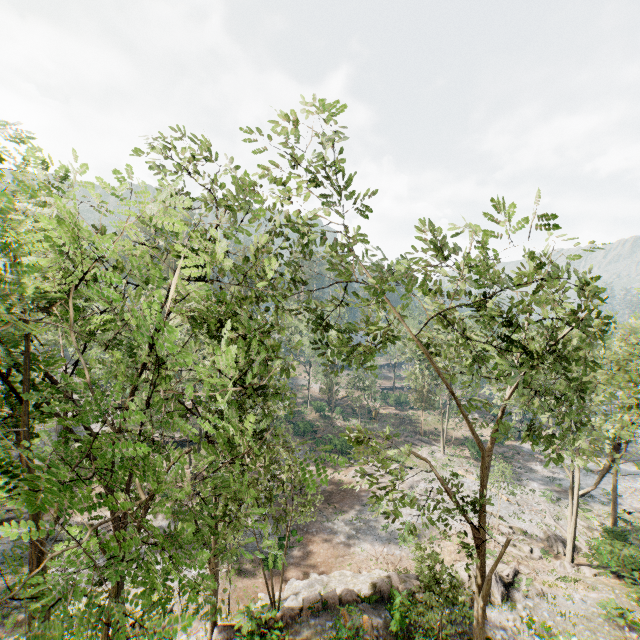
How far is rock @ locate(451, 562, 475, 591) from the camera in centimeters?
1922cm

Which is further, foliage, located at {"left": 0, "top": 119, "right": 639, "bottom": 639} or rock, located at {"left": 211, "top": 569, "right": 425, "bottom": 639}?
rock, located at {"left": 211, "top": 569, "right": 425, "bottom": 639}

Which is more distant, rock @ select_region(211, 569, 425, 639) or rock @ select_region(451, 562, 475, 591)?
rock @ select_region(451, 562, 475, 591)

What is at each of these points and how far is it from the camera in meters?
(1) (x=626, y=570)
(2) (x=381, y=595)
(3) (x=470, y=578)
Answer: (1) foliage, 22.0 m
(2) rock, 18.7 m
(3) rock, 19.5 m

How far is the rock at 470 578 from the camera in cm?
1922

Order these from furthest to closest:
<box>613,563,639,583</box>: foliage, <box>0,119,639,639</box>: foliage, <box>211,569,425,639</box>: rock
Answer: <box>613,563,639,583</box>: foliage, <box>211,569,425,639</box>: rock, <box>0,119,639,639</box>: foliage
